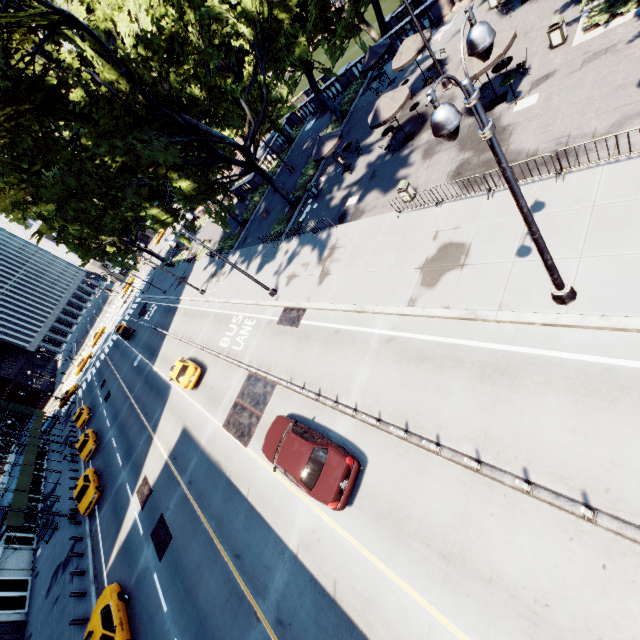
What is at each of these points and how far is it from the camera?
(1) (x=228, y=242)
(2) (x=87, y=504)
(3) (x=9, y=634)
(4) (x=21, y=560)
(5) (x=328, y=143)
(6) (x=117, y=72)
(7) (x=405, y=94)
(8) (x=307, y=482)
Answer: (1) bush, 35.6m
(2) vehicle, 25.4m
(3) door, 23.0m
(4) building, 29.3m
(5) umbrella, 21.7m
(6) tree, 17.8m
(7) umbrella, 17.5m
(8) vehicle, 10.9m

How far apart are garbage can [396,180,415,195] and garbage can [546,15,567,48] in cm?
828

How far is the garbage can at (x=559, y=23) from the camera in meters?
13.9

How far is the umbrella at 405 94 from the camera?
17.5m

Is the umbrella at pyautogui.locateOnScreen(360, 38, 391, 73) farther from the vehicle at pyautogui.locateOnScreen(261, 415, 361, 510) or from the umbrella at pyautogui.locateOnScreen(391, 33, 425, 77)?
the vehicle at pyautogui.locateOnScreen(261, 415, 361, 510)

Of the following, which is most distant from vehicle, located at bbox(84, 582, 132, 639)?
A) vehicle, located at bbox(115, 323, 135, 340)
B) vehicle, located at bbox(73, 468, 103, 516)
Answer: Result: vehicle, located at bbox(115, 323, 135, 340)

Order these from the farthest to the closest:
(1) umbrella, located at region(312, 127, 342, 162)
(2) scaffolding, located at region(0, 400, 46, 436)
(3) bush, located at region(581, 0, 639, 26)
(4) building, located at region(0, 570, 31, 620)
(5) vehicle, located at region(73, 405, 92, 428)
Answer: (2) scaffolding, located at region(0, 400, 46, 436) < (5) vehicle, located at region(73, 405, 92, 428) < (4) building, located at region(0, 570, 31, 620) < (1) umbrella, located at region(312, 127, 342, 162) < (3) bush, located at region(581, 0, 639, 26)

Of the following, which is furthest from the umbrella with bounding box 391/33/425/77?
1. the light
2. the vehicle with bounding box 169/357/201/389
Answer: the vehicle with bounding box 169/357/201/389
